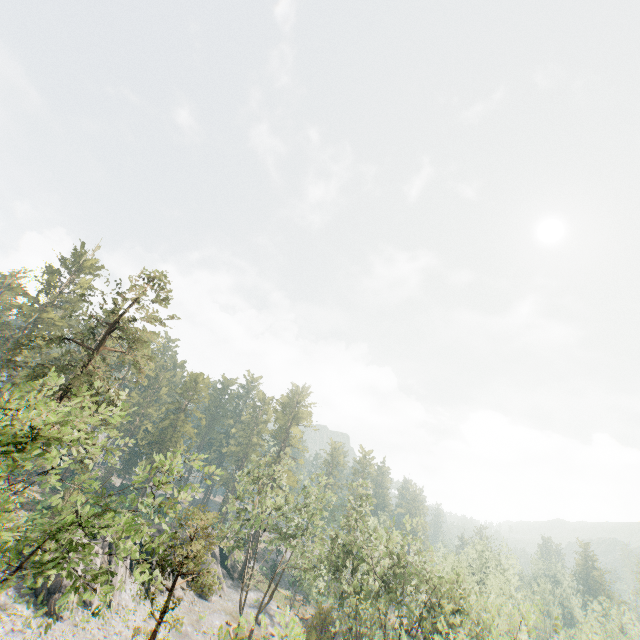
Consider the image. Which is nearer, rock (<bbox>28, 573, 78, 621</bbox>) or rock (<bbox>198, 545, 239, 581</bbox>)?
rock (<bbox>28, 573, 78, 621</bbox>)

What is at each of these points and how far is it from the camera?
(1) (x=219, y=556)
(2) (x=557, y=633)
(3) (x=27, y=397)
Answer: (1) rock, 54.2m
(2) foliage, 16.0m
(3) foliage, 48.5m

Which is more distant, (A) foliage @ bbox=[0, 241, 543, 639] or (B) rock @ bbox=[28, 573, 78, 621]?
(B) rock @ bbox=[28, 573, 78, 621]

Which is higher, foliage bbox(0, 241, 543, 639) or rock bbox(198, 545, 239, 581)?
foliage bbox(0, 241, 543, 639)

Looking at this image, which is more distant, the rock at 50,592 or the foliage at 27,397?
the rock at 50,592

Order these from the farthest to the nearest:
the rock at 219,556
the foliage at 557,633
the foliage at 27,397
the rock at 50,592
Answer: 1. the rock at 219,556
2. the rock at 50,592
3. the foliage at 557,633
4. the foliage at 27,397

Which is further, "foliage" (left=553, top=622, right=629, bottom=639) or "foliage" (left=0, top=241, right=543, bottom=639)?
"foliage" (left=553, top=622, right=629, bottom=639)

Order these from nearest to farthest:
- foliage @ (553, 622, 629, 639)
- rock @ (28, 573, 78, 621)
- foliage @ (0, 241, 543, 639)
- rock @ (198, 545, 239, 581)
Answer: foliage @ (0, 241, 543, 639) → foliage @ (553, 622, 629, 639) → rock @ (28, 573, 78, 621) → rock @ (198, 545, 239, 581)
